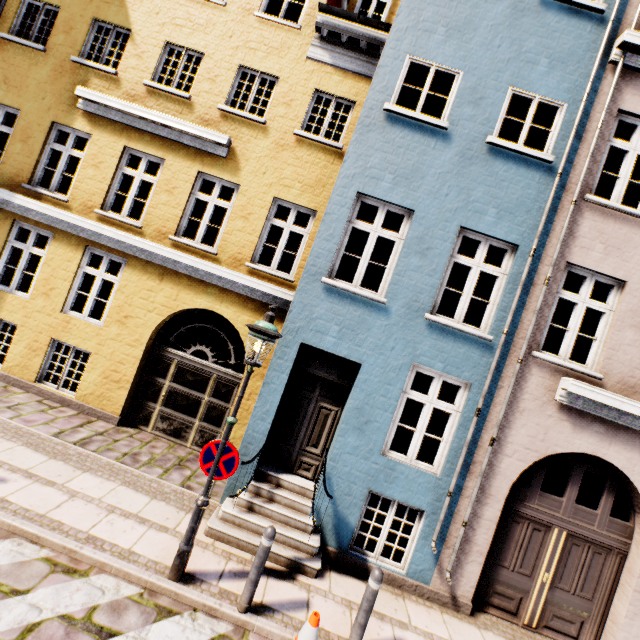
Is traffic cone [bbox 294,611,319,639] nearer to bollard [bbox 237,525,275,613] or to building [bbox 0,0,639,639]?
bollard [bbox 237,525,275,613]

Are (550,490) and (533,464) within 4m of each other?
yes

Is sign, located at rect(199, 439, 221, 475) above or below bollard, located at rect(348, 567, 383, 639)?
above

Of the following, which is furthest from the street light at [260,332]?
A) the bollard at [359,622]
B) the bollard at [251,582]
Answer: the bollard at [359,622]

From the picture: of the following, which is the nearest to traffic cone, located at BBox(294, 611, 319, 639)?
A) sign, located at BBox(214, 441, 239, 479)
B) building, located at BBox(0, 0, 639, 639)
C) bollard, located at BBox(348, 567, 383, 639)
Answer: bollard, located at BBox(348, 567, 383, 639)

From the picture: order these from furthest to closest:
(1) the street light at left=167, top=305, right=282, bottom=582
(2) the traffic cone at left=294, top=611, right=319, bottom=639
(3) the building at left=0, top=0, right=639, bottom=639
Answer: (3) the building at left=0, top=0, right=639, bottom=639
(1) the street light at left=167, top=305, right=282, bottom=582
(2) the traffic cone at left=294, top=611, right=319, bottom=639

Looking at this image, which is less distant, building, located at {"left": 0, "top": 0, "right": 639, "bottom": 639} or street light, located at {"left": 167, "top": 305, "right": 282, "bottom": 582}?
street light, located at {"left": 167, "top": 305, "right": 282, "bottom": 582}

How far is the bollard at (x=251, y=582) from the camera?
4.16m
